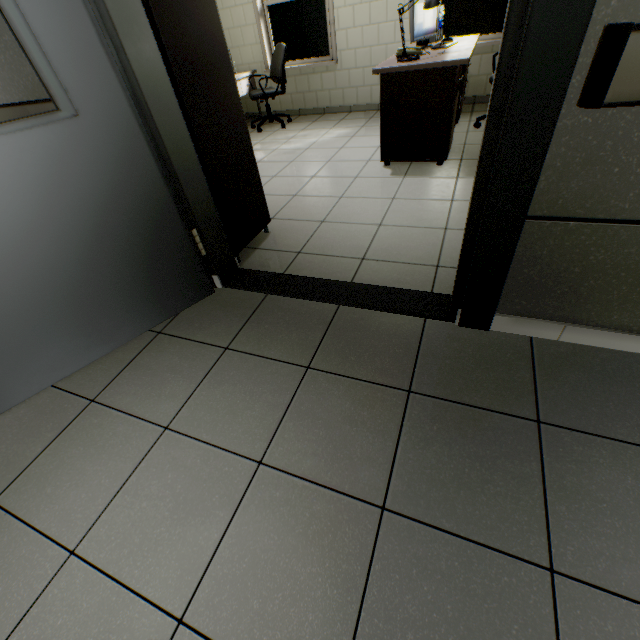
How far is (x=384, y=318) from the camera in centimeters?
180cm

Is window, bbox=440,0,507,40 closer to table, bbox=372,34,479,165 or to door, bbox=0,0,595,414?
table, bbox=372,34,479,165

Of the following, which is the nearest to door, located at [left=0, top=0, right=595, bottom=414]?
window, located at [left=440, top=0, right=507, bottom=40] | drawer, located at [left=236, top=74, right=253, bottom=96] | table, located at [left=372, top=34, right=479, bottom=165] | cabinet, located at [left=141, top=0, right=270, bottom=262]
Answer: cabinet, located at [left=141, top=0, right=270, bottom=262]

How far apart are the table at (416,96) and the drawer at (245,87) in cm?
305

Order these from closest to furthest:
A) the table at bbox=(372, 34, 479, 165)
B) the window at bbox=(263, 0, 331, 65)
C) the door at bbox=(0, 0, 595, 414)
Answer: the door at bbox=(0, 0, 595, 414)
the table at bbox=(372, 34, 479, 165)
the window at bbox=(263, 0, 331, 65)

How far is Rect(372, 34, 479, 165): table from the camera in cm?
281

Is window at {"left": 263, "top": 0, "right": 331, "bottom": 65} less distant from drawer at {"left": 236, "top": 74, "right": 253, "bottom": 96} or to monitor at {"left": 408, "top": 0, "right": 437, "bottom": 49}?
drawer at {"left": 236, "top": 74, "right": 253, "bottom": 96}

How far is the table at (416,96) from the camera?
2.8m
